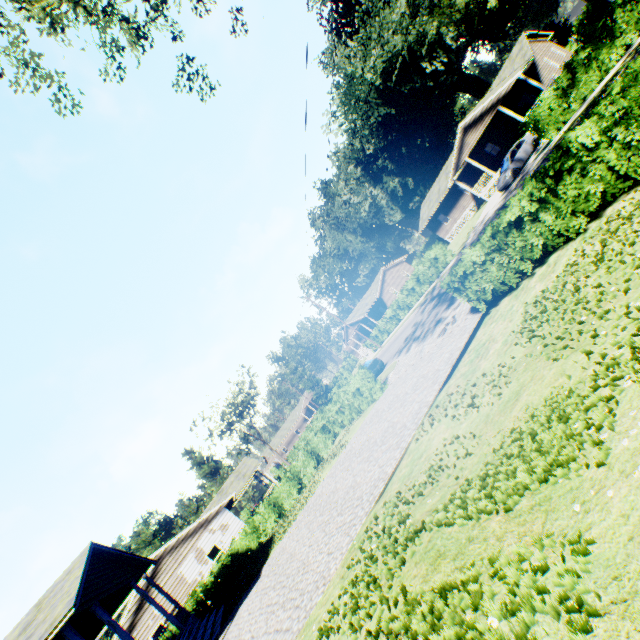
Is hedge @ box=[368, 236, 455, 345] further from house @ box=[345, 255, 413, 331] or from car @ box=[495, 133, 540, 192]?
house @ box=[345, 255, 413, 331]

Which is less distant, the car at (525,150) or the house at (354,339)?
the car at (525,150)

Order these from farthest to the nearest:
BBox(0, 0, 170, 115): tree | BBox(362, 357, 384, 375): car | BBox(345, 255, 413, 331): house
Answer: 1. BBox(345, 255, 413, 331): house
2. BBox(362, 357, 384, 375): car
3. BBox(0, 0, 170, 115): tree

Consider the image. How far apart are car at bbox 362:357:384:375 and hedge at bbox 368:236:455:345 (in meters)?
10.94

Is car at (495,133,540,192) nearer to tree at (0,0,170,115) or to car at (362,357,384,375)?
tree at (0,0,170,115)

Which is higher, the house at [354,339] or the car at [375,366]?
the house at [354,339]

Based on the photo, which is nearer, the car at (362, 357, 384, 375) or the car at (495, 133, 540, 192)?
the car at (495, 133, 540, 192)

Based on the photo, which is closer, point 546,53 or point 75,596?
point 75,596
